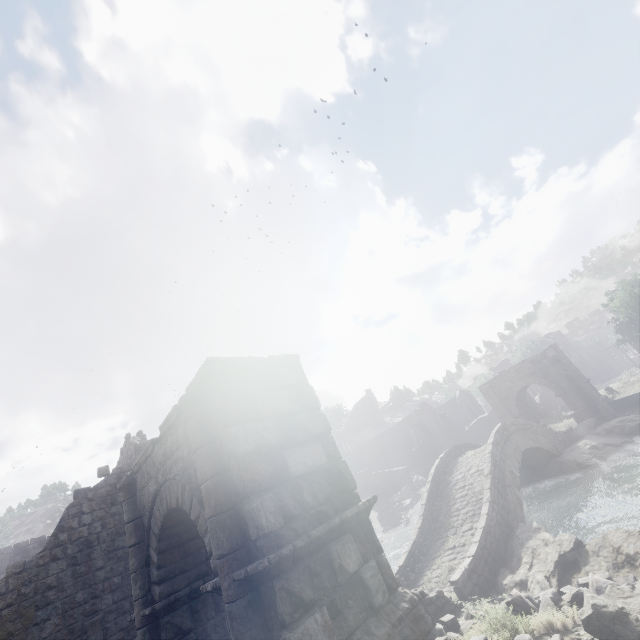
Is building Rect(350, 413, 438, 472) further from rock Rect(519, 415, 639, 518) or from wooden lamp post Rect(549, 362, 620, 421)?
rock Rect(519, 415, 639, 518)

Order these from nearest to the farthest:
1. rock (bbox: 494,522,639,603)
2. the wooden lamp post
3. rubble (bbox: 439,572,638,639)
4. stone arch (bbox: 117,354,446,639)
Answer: stone arch (bbox: 117,354,446,639), rubble (bbox: 439,572,638,639), rock (bbox: 494,522,639,603), the wooden lamp post

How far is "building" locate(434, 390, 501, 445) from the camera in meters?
41.7 m

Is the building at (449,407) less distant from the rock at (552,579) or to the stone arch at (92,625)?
the stone arch at (92,625)

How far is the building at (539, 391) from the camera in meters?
38.0 m

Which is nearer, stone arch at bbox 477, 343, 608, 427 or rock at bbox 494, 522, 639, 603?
rock at bbox 494, 522, 639, 603

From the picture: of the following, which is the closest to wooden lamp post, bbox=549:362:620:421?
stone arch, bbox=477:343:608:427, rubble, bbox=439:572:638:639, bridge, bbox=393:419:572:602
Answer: stone arch, bbox=477:343:608:427

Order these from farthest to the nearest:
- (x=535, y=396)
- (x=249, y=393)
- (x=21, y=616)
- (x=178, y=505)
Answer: (x=535, y=396)
(x=21, y=616)
(x=178, y=505)
(x=249, y=393)
